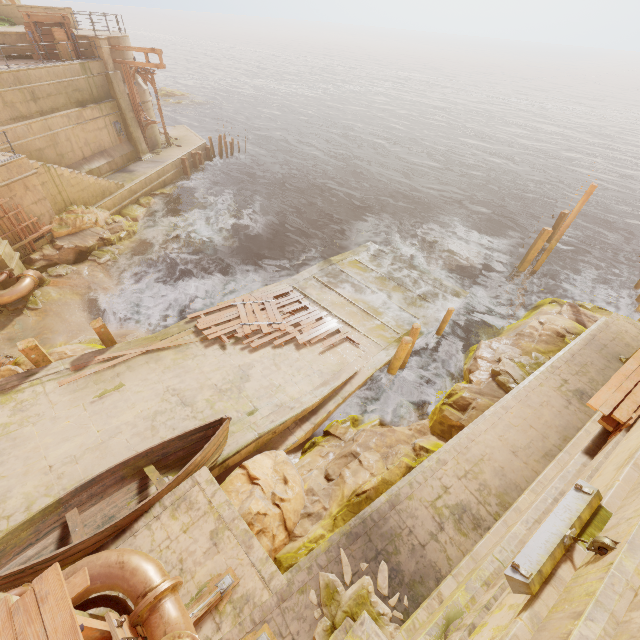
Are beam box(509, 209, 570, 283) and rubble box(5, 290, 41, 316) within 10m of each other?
no

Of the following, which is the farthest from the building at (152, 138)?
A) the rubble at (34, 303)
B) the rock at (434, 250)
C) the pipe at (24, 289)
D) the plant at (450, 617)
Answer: the plant at (450, 617)

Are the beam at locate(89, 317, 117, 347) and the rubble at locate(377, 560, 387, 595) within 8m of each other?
no

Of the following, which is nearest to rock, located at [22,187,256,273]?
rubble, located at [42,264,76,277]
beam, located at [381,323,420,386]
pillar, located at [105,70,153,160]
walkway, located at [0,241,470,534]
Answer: rubble, located at [42,264,76,277]

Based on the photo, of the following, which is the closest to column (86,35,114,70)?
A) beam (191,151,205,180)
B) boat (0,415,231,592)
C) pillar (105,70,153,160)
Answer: pillar (105,70,153,160)

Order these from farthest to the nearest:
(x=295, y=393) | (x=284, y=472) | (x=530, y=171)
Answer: (x=530, y=171) < (x=295, y=393) < (x=284, y=472)

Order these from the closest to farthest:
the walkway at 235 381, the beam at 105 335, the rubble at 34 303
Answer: →
the walkway at 235 381
the beam at 105 335
the rubble at 34 303

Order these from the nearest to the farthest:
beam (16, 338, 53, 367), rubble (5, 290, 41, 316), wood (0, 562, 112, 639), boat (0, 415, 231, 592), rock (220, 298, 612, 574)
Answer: wood (0, 562, 112, 639) < boat (0, 415, 231, 592) < rock (220, 298, 612, 574) < beam (16, 338, 53, 367) < rubble (5, 290, 41, 316)
